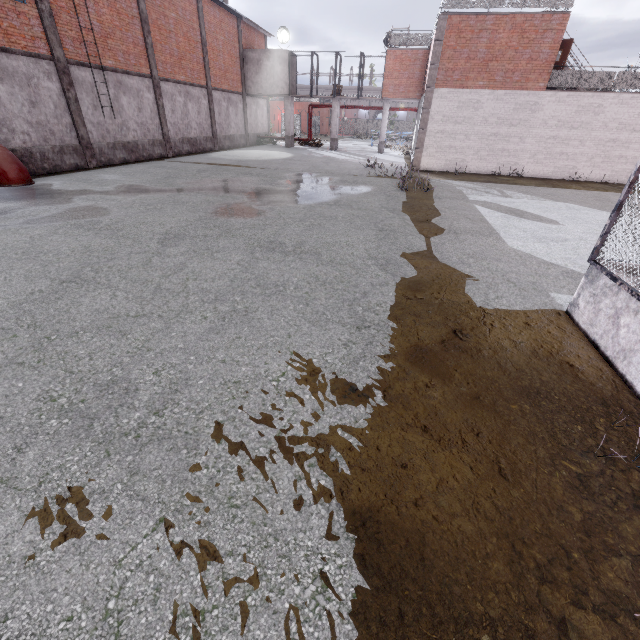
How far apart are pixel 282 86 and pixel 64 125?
19.69m

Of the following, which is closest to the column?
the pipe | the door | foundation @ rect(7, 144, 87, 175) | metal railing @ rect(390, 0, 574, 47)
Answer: foundation @ rect(7, 144, 87, 175)

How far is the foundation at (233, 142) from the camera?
25.6m

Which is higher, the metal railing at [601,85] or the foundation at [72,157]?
the metal railing at [601,85]

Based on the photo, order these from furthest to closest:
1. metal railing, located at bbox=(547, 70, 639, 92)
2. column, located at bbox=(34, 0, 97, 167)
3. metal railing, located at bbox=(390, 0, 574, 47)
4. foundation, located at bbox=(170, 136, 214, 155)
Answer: foundation, located at bbox=(170, 136, 214, 155)
metal railing, located at bbox=(547, 70, 639, 92)
metal railing, located at bbox=(390, 0, 574, 47)
column, located at bbox=(34, 0, 97, 167)

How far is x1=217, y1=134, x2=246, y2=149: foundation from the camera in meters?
25.6 m

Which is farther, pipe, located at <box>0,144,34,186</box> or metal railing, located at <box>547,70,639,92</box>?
metal railing, located at <box>547,70,639,92</box>

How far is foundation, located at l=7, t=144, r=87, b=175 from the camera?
12.4 meters
